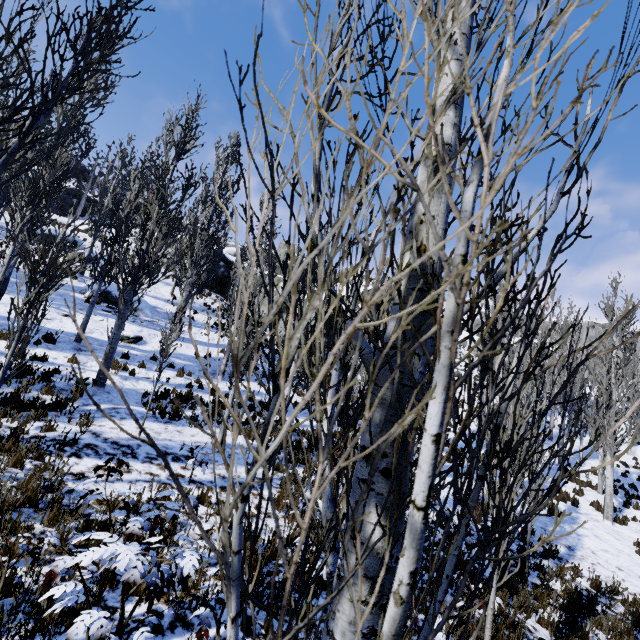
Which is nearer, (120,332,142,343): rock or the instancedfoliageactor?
the instancedfoliageactor

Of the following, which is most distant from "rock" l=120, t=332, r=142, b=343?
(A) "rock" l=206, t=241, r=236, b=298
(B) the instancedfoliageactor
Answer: (A) "rock" l=206, t=241, r=236, b=298

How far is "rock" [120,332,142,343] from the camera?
14.38m

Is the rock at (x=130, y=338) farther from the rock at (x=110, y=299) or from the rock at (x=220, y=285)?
the rock at (x=220, y=285)

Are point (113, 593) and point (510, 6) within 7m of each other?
yes

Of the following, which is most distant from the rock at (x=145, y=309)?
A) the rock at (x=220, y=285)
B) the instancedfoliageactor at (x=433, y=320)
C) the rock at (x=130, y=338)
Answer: the rock at (x=220, y=285)

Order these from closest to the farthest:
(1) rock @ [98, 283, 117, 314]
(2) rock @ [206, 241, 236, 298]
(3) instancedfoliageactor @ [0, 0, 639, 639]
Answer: (3) instancedfoliageactor @ [0, 0, 639, 639] → (1) rock @ [98, 283, 117, 314] → (2) rock @ [206, 241, 236, 298]

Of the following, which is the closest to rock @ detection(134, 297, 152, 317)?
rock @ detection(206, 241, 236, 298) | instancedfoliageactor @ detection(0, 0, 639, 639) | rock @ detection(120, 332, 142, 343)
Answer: instancedfoliageactor @ detection(0, 0, 639, 639)
